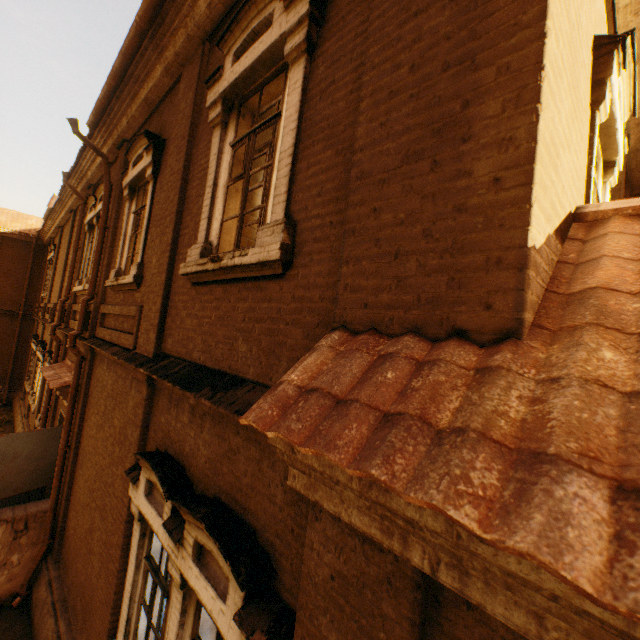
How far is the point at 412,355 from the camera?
1.5 meters

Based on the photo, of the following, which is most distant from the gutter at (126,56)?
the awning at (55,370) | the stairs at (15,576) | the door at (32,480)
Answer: the stairs at (15,576)

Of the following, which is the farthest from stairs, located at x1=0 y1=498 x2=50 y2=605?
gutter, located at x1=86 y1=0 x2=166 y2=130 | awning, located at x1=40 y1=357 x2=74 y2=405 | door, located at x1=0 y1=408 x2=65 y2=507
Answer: gutter, located at x1=86 y1=0 x2=166 y2=130

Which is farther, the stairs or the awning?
the awning

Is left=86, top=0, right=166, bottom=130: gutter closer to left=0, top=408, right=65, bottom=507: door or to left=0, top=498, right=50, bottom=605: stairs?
left=0, top=408, right=65, bottom=507: door

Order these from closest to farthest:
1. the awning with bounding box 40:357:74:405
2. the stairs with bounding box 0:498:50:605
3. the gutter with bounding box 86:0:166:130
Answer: the gutter with bounding box 86:0:166:130 → the stairs with bounding box 0:498:50:605 → the awning with bounding box 40:357:74:405

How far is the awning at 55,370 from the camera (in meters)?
7.55

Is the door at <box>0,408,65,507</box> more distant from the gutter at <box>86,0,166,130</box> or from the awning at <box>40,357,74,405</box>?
the gutter at <box>86,0,166,130</box>
